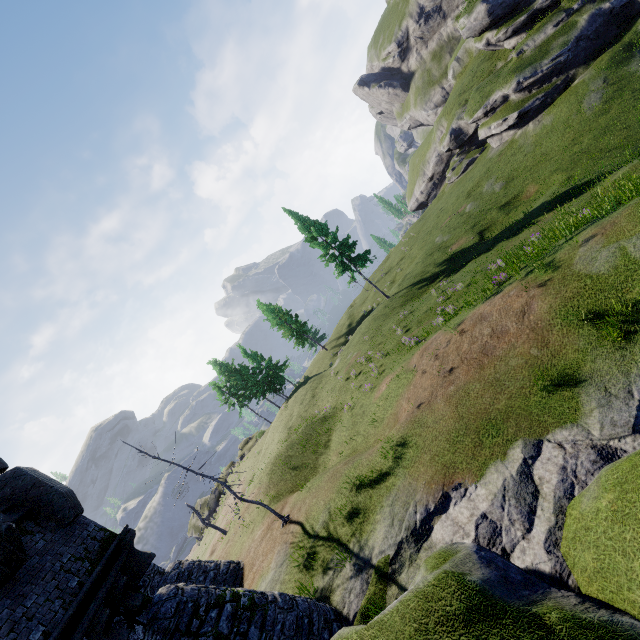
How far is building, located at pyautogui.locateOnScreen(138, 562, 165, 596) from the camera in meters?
15.0 m

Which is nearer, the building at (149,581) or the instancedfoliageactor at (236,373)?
the building at (149,581)

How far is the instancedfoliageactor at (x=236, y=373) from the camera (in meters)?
45.34

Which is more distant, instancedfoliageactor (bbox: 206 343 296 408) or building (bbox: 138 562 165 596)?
instancedfoliageactor (bbox: 206 343 296 408)

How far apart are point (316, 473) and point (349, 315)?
35.3m

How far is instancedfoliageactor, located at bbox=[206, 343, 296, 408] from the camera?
45.34m
